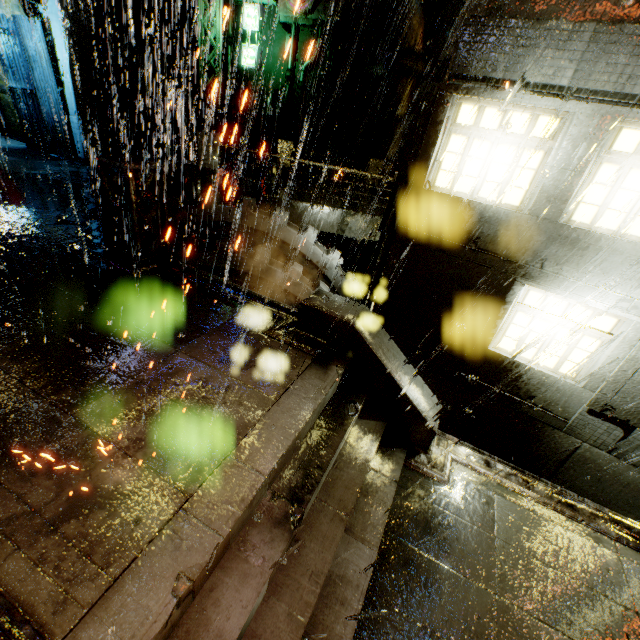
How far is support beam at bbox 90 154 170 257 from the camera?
7.32m

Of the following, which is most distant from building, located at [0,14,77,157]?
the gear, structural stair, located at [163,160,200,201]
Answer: the gear

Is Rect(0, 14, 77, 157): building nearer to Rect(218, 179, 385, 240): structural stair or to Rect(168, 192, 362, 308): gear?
Rect(218, 179, 385, 240): structural stair

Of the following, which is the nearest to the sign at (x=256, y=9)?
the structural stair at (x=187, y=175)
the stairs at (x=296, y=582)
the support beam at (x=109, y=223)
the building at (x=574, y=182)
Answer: the building at (x=574, y=182)

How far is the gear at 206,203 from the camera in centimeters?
995cm

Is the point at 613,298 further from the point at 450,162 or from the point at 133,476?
the point at 133,476

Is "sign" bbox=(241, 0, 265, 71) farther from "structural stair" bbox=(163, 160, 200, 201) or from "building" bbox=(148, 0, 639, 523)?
"structural stair" bbox=(163, 160, 200, 201)

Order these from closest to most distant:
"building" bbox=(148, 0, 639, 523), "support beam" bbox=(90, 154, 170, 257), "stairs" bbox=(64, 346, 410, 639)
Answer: "stairs" bbox=(64, 346, 410, 639)
"building" bbox=(148, 0, 639, 523)
"support beam" bbox=(90, 154, 170, 257)
